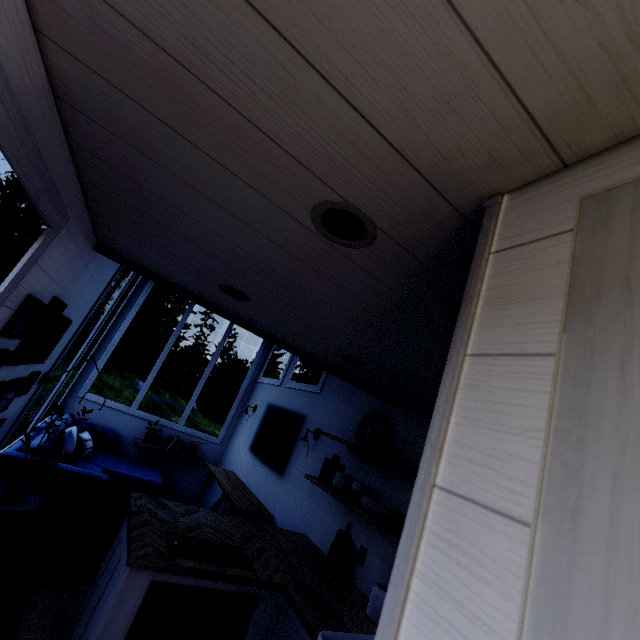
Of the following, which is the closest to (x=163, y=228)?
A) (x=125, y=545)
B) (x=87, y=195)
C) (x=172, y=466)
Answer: (x=87, y=195)

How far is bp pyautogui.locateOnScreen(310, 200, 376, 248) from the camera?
0.9 meters

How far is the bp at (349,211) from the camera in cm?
90
